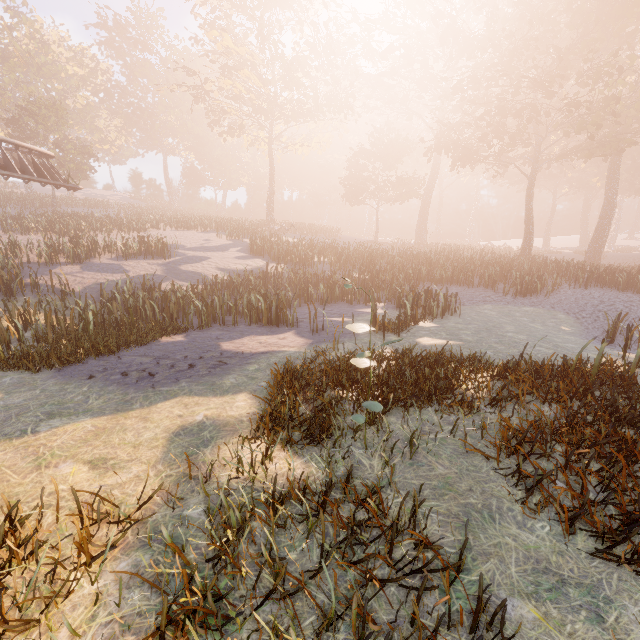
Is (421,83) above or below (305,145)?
above
